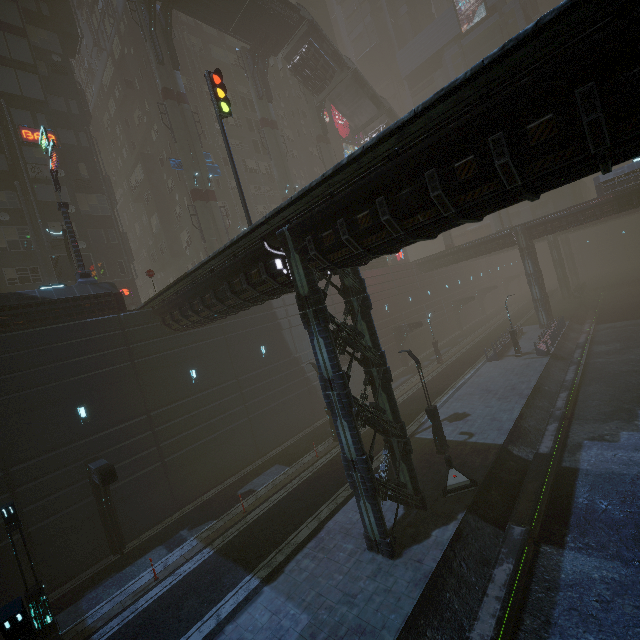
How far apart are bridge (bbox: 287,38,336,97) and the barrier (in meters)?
40.92

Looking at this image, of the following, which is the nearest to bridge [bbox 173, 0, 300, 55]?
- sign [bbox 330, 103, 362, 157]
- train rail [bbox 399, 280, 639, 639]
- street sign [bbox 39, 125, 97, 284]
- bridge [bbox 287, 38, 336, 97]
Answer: bridge [bbox 287, 38, 336, 97]

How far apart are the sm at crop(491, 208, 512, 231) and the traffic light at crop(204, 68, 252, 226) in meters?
41.5

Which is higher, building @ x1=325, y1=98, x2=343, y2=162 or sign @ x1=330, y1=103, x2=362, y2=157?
sign @ x1=330, y1=103, x2=362, y2=157

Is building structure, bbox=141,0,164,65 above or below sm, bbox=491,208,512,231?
above

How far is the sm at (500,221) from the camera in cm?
4509

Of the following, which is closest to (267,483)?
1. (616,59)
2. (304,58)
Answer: (616,59)

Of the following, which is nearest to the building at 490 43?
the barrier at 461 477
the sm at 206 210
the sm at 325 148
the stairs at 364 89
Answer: the sm at 325 148
